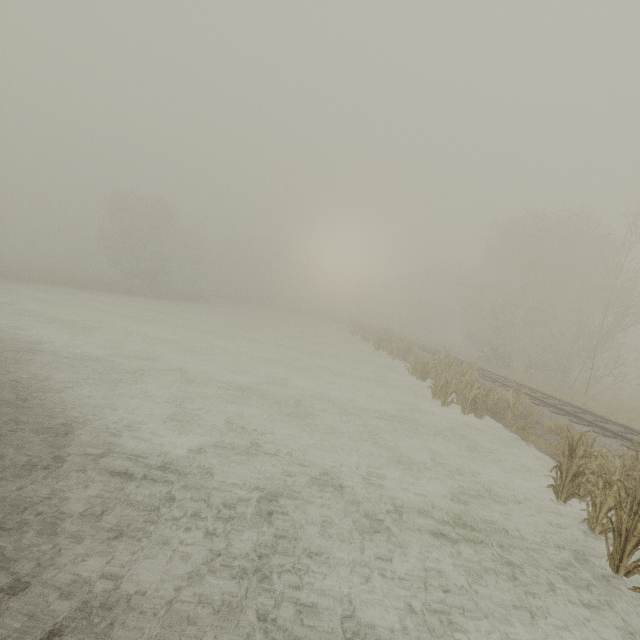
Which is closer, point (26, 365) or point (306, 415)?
point (26, 365)
